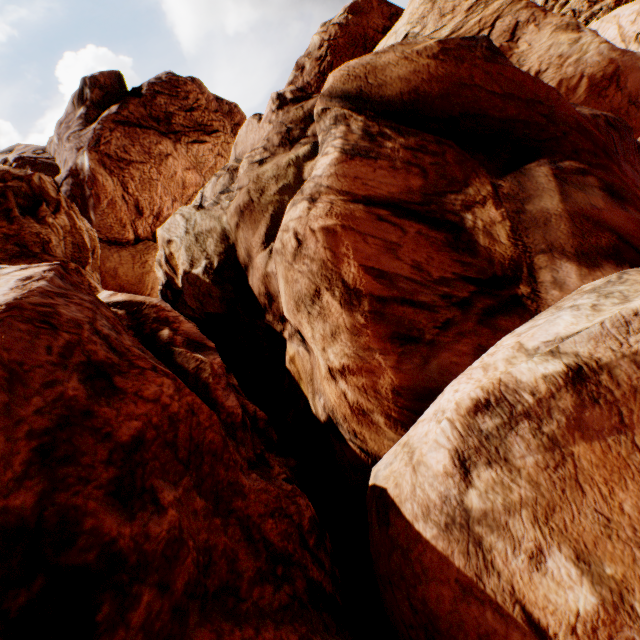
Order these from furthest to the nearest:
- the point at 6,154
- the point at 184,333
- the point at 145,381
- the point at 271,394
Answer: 1. the point at 6,154
2. the point at 271,394
3. the point at 184,333
4. the point at 145,381
